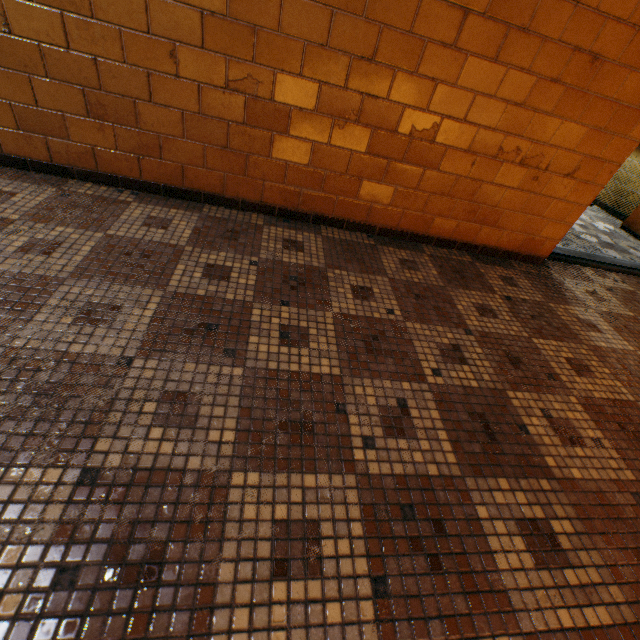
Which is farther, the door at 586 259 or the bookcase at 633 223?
the bookcase at 633 223

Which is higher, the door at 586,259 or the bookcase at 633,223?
the bookcase at 633,223

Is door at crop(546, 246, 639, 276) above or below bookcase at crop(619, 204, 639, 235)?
below

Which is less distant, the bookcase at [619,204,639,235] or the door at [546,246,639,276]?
the door at [546,246,639,276]

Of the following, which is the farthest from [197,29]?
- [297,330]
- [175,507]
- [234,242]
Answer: [175,507]
